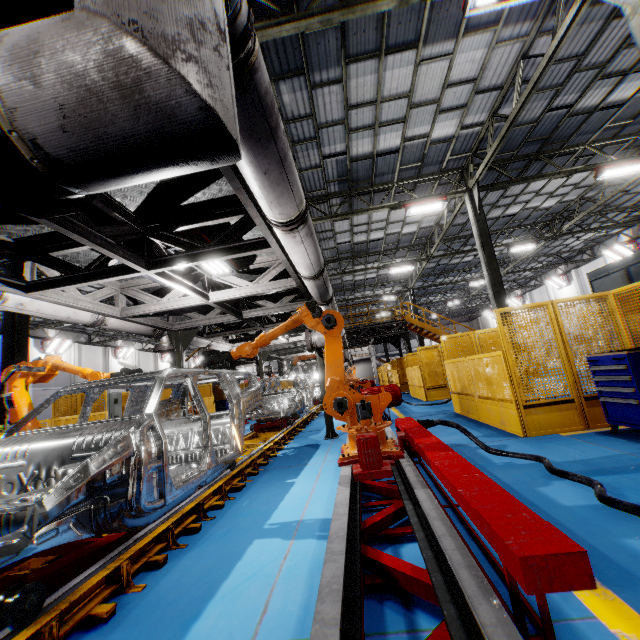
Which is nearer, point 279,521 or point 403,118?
point 279,521

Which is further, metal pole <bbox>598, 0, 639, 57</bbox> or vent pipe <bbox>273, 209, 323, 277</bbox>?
metal pole <bbox>598, 0, 639, 57</bbox>

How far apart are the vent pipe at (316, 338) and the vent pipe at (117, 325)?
3.7m

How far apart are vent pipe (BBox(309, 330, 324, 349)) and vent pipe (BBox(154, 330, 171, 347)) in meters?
3.7

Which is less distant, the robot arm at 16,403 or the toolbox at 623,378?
the toolbox at 623,378

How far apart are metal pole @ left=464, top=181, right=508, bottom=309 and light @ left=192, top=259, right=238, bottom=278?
9.80m
